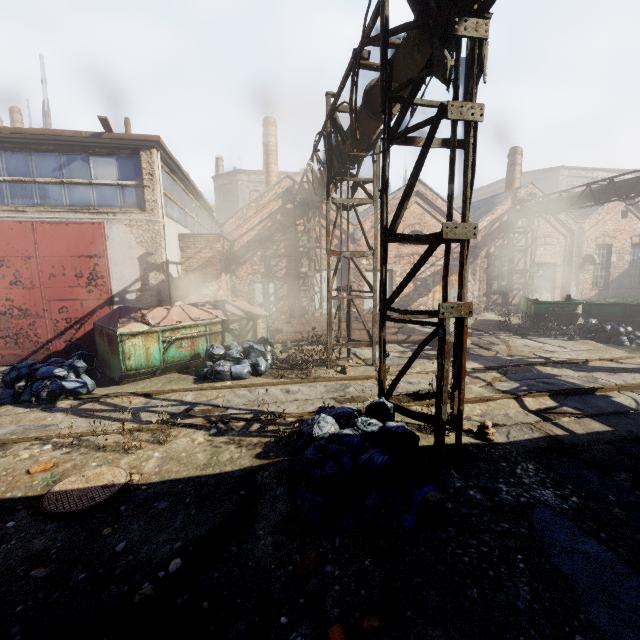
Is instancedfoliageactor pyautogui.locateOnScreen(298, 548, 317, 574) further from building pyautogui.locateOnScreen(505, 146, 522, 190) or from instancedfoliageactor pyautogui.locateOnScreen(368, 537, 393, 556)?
building pyautogui.locateOnScreen(505, 146, 522, 190)

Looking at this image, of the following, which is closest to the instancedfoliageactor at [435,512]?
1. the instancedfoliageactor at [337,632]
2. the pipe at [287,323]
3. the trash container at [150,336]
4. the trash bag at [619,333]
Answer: the instancedfoliageactor at [337,632]

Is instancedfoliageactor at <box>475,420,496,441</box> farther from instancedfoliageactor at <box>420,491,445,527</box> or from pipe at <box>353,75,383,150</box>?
pipe at <box>353,75,383,150</box>

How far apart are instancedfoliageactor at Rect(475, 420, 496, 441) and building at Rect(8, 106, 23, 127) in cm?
3903

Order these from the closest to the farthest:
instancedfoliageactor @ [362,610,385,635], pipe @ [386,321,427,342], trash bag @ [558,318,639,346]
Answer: instancedfoliageactor @ [362,610,385,635] < trash bag @ [558,318,639,346] < pipe @ [386,321,427,342]

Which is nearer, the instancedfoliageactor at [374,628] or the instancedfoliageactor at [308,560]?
the instancedfoliageactor at [374,628]

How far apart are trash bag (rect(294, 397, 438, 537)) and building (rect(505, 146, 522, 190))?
21.4m

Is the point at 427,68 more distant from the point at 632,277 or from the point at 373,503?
the point at 632,277
